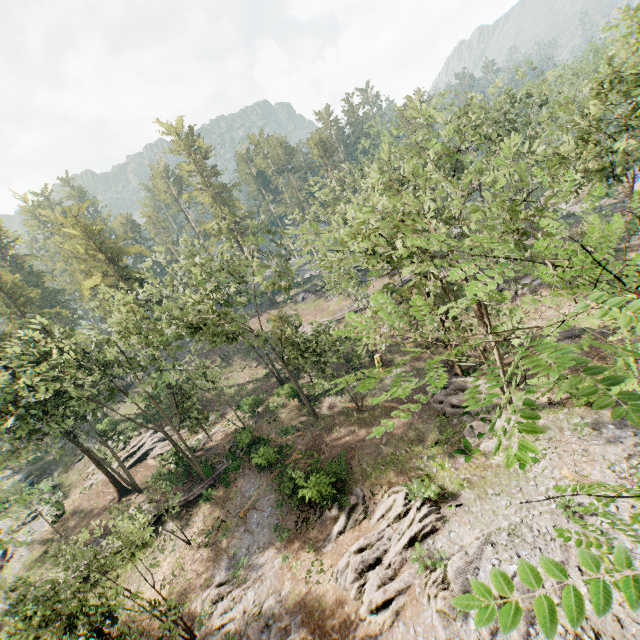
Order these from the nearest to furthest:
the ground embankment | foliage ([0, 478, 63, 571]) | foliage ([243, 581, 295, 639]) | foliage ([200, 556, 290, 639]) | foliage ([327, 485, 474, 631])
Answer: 1. foliage ([327, 485, 474, 631])
2. foliage ([0, 478, 63, 571])
3. foliage ([243, 581, 295, 639])
4. foliage ([200, 556, 290, 639])
5. the ground embankment

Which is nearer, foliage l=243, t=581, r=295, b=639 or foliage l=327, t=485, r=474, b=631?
foliage l=327, t=485, r=474, b=631

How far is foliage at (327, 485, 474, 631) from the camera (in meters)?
15.48

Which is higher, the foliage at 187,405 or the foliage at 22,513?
the foliage at 187,405

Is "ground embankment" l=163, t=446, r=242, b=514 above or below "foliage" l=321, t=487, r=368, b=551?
above

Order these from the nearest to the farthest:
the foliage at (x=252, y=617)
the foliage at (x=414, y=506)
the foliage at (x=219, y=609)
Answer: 1. the foliage at (x=414, y=506)
2. the foliage at (x=252, y=617)
3. the foliage at (x=219, y=609)

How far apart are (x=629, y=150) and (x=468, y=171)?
19.34m
